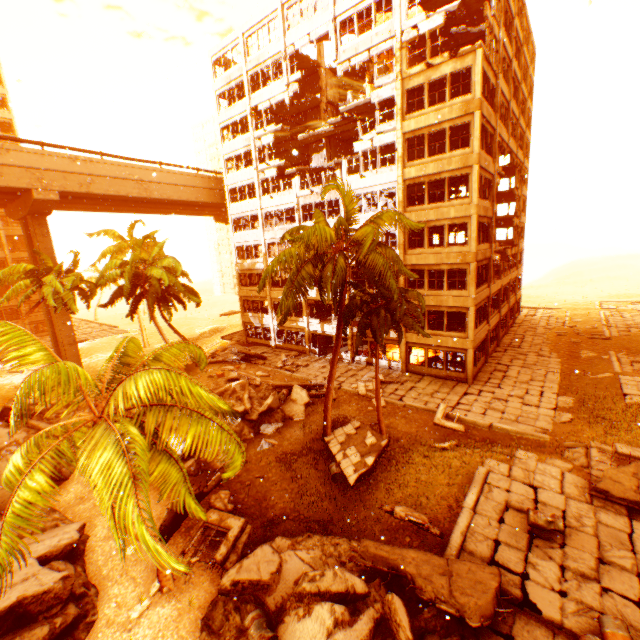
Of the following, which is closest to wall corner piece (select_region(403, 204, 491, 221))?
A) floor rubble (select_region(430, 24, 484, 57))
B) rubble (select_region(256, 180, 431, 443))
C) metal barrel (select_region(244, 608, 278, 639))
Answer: floor rubble (select_region(430, 24, 484, 57))

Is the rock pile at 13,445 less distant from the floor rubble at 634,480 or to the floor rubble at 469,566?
the floor rubble at 469,566

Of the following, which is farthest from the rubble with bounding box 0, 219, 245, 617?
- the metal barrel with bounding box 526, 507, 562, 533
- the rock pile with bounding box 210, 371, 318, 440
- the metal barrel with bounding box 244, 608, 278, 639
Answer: the metal barrel with bounding box 526, 507, 562, 533

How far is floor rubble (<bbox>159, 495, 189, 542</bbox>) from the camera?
11.17m

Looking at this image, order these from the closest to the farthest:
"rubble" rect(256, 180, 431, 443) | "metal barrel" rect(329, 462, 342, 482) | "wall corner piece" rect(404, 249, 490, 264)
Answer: "rubble" rect(256, 180, 431, 443)
"metal barrel" rect(329, 462, 342, 482)
"wall corner piece" rect(404, 249, 490, 264)

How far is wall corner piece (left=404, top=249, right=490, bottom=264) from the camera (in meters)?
21.30

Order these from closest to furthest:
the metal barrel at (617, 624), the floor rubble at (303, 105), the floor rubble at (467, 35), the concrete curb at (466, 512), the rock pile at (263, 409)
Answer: the metal barrel at (617, 624) < the concrete curb at (466, 512) < the rock pile at (263, 409) < the floor rubble at (467, 35) < the floor rubble at (303, 105)

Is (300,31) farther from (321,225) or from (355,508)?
(355,508)
